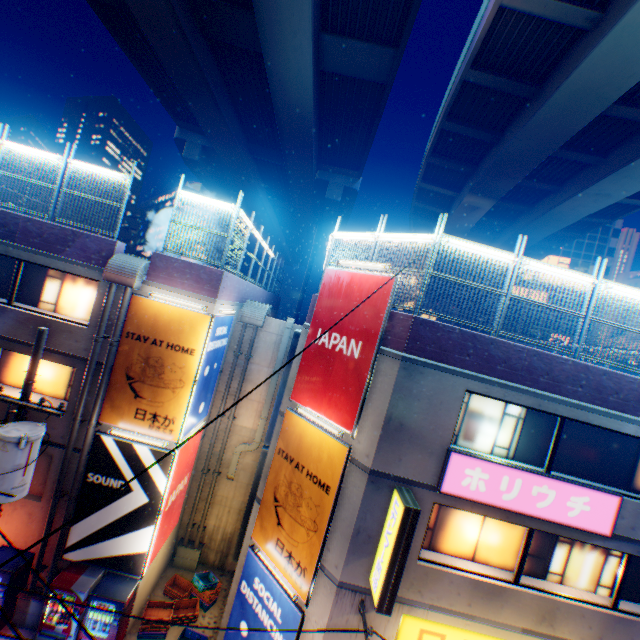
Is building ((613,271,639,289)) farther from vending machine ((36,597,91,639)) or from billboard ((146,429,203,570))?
vending machine ((36,597,91,639))

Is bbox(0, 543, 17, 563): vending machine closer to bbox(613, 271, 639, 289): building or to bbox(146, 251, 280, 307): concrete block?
bbox(146, 251, 280, 307): concrete block

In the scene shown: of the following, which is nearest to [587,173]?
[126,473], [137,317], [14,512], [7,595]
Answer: [137,317]

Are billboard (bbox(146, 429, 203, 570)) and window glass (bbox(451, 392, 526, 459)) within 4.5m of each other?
no

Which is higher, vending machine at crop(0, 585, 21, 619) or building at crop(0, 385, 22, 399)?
building at crop(0, 385, 22, 399)

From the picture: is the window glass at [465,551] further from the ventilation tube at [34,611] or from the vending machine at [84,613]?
the ventilation tube at [34,611]

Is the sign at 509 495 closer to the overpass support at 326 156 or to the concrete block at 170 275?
the concrete block at 170 275

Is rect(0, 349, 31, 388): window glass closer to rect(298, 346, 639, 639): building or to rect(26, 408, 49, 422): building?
rect(26, 408, 49, 422): building
